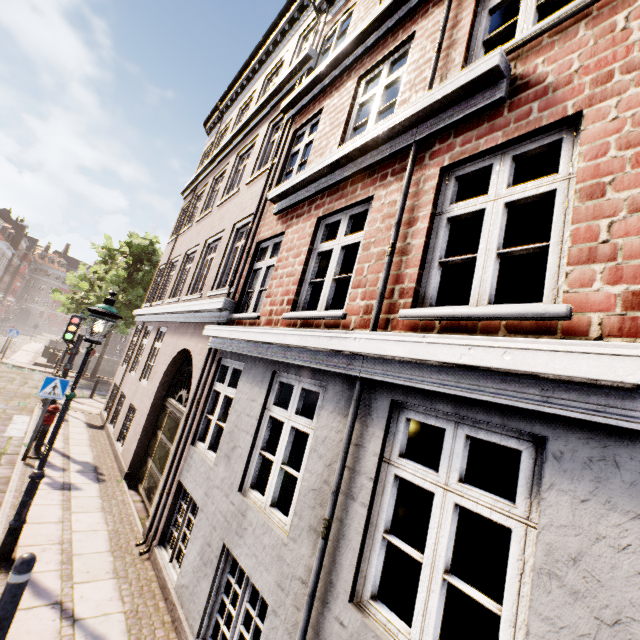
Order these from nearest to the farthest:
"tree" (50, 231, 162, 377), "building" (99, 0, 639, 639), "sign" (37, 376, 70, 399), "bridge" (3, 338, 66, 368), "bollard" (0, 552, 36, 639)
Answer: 1. "building" (99, 0, 639, 639)
2. "bollard" (0, 552, 36, 639)
3. "sign" (37, 376, 70, 399)
4. "tree" (50, 231, 162, 377)
5. "bridge" (3, 338, 66, 368)

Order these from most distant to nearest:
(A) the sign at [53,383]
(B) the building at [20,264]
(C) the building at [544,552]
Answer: (B) the building at [20,264], (A) the sign at [53,383], (C) the building at [544,552]

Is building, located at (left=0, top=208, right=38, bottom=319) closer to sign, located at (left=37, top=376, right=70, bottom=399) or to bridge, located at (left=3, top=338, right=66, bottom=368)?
bridge, located at (left=3, top=338, right=66, bottom=368)

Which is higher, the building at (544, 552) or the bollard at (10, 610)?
the building at (544, 552)

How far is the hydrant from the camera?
7.6m

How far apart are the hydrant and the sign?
0.5 meters

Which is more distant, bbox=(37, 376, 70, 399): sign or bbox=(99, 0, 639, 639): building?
bbox=(37, 376, 70, 399): sign

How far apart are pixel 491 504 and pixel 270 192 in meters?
5.6
